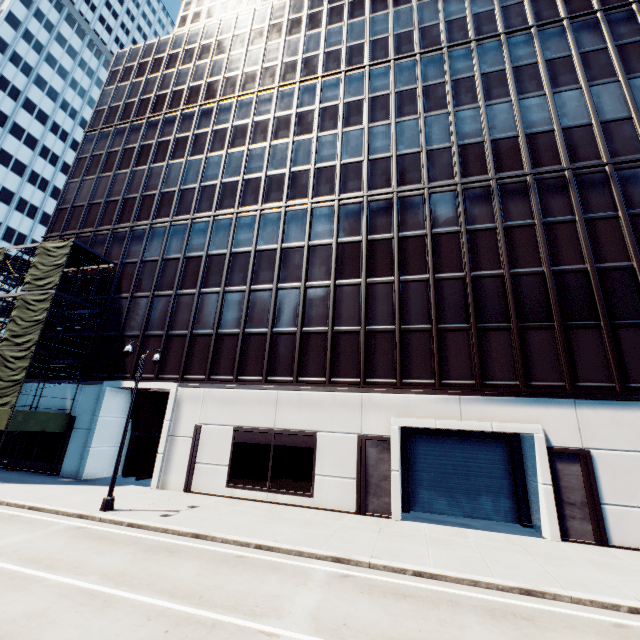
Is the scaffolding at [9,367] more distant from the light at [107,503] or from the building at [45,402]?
the light at [107,503]

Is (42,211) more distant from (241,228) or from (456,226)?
(456,226)

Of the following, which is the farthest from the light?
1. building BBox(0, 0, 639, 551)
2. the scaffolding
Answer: the scaffolding

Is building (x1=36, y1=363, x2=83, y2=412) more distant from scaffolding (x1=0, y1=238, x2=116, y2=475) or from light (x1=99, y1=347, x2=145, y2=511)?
light (x1=99, y1=347, x2=145, y2=511)

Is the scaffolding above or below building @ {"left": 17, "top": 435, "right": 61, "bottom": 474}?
above

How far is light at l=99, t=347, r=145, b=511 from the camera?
13.9 meters

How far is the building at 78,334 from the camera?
24.3m
